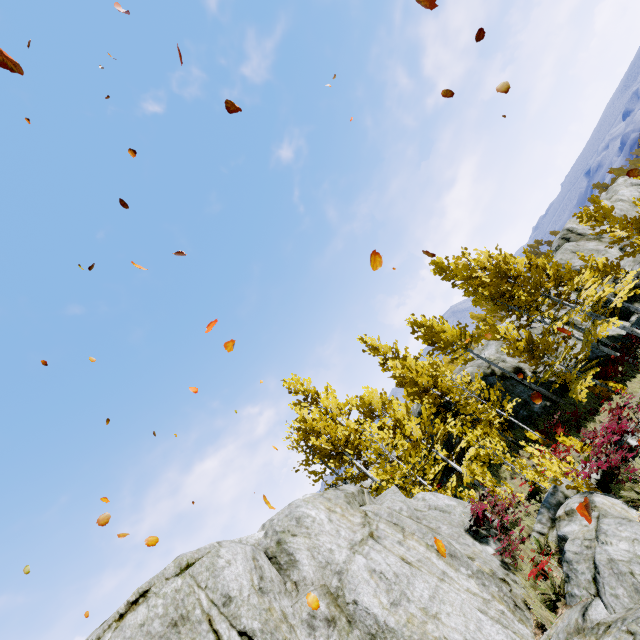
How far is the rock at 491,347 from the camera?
21.22m

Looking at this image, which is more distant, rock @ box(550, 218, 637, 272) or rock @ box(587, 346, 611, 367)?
rock @ box(550, 218, 637, 272)

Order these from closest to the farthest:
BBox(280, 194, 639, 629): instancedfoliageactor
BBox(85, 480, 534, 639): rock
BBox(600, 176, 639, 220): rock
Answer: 1. BBox(85, 480, 534, 639): rock
2. BBox(280, 194, 639, 629): instancedfoliageactor
3. BBox(600, 176, 639, 220): rock

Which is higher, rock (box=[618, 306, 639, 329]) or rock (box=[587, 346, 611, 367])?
rock (box=[587, 346, 611, 367])

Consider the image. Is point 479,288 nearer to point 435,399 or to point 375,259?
point 435,399

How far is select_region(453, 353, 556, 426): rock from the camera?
18.8 meters
